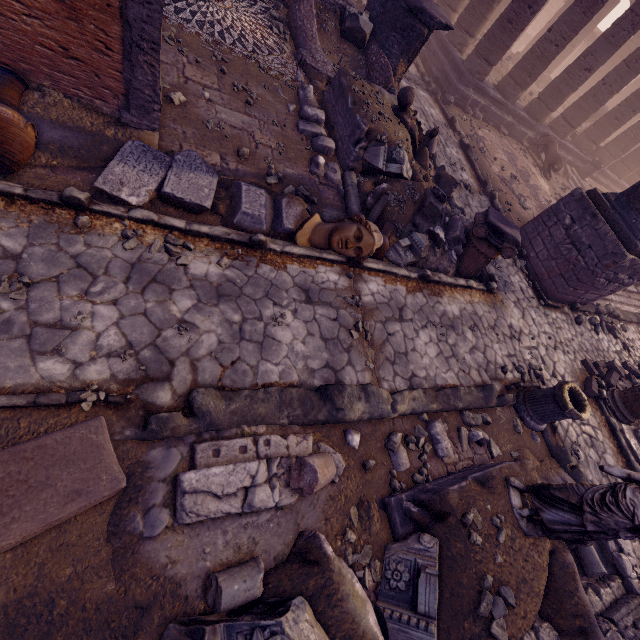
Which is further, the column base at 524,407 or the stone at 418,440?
the column base at 524,407

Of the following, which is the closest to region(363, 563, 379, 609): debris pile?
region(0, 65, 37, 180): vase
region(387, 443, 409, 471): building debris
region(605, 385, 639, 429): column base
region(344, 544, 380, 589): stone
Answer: region(344, 544, 380, 589): stone

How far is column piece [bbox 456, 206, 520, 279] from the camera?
6.6m

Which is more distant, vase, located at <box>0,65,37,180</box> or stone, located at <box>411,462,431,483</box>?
stone, located at <box>411,462,431,483</box>

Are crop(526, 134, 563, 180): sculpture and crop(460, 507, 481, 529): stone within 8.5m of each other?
no

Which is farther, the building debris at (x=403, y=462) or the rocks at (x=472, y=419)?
the rocks at (x=472, y=419)

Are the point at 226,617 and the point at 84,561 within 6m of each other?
yes

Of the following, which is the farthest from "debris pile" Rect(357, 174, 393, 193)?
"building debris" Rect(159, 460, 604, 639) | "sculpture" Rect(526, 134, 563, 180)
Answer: "sculpture" Rect(526, 134, 563, 180)
